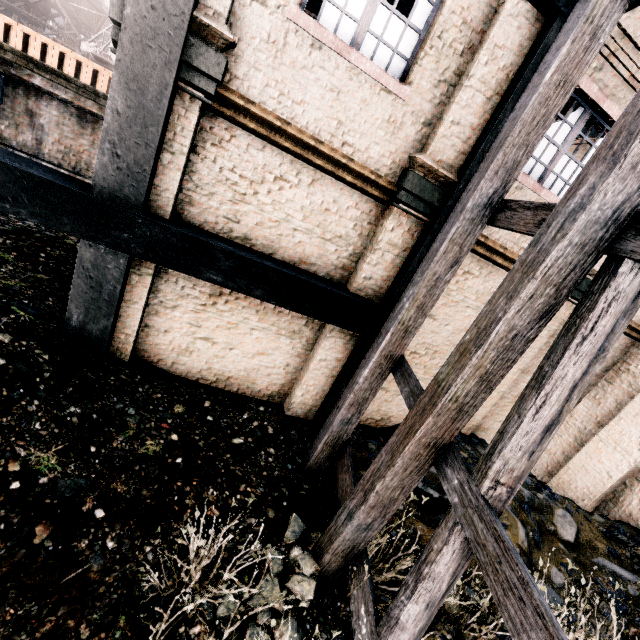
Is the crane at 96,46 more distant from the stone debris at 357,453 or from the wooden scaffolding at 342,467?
the stone debris at 357,453

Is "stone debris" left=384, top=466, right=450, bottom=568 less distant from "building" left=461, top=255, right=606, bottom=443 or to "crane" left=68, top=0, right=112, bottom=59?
"building" left=461, top=255, right=606, bottom=443

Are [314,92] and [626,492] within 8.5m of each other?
no

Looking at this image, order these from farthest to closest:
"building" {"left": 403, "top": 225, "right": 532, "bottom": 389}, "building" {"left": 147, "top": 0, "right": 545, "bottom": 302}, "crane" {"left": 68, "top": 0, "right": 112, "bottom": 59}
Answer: "crane" {"left": 68, "top": 0, "right": 112, "bottom": 59} < "building" {"left": 403, "top": 225, "right": 532, "bottom": 389} < "building" {"left": 147, "top": 0, "right": 545, "bottom": 302}

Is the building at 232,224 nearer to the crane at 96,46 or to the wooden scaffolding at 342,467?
the wooden scaffolding at 342,467

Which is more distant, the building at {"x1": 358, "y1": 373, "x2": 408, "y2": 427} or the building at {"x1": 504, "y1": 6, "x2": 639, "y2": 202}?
the building at {"x1": 358, "y1": 373, "x2": 408, "y2": 427}

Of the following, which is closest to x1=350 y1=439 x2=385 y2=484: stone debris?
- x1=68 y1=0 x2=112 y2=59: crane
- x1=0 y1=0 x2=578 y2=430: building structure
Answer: x1=0 y1=0 x2=578 y2=430: building structure
